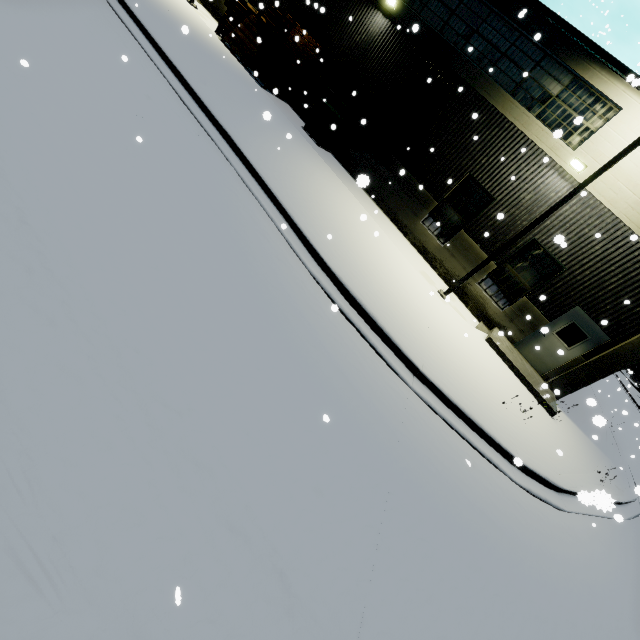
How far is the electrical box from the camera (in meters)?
14.09

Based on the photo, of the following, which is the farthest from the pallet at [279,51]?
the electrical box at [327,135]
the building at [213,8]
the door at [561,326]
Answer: the door at [561,326]

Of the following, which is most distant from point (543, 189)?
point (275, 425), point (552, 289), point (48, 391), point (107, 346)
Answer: point (48, 391)

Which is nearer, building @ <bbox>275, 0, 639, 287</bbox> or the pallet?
building @ <bbox>275, 0, 639, 287</bbox>

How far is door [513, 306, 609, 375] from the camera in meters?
11.2

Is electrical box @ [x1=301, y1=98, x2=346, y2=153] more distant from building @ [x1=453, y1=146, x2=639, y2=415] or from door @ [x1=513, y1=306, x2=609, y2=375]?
door @ [x1=513, y1=306, x2=609, y2=375]

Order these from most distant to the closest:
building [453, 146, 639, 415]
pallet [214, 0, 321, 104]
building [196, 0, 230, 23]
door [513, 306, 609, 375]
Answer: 1. building [196, 0, 230, 23]
2. pallet [214, 0, 321, 104]
3. door [513, 306, 609, 375]
4. building [453, 146, 639, 415]
